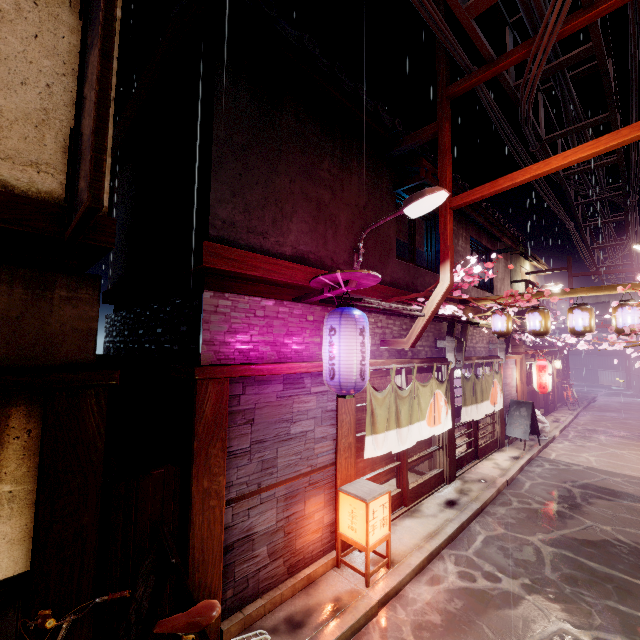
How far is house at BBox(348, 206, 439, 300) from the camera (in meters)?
10.98

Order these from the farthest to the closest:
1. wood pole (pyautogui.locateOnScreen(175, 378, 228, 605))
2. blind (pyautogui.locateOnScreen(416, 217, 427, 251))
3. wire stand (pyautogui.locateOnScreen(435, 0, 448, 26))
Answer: blind (pyautogui.locateOnScreen(416, 217, 427, 251)) → wire stand (pyautogui.locateOnScreen(435, 0, 448, 26)) → wood pole (pyautogui.locateOnScreen(175, 378, 228, 605))

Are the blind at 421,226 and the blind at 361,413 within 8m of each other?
yes

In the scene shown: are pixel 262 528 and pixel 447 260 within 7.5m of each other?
no

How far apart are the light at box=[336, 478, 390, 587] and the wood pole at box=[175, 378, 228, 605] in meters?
3.3

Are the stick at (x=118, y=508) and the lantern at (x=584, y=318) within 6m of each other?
no

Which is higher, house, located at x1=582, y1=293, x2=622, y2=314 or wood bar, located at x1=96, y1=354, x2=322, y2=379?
house, located at x1=582, y1=293, x2=622, y2=314

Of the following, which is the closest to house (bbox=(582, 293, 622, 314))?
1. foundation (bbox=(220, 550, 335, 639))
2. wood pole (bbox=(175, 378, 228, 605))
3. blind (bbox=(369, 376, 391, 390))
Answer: blind (bbox=(369, 376, 391, 390))
